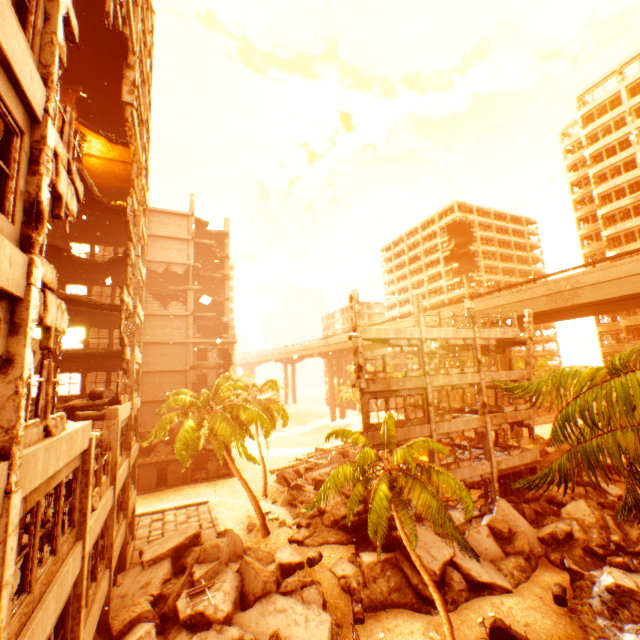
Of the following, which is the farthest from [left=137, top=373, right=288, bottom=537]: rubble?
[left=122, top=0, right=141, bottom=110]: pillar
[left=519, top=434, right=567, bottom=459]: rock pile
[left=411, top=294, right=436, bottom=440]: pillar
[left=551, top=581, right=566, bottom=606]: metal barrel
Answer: [left=122, top=0, right=141, bottom=110]: pillar

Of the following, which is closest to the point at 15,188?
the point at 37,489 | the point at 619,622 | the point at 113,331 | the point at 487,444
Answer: the point at 37,489

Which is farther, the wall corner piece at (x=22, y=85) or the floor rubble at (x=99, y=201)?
the floor rubble at (x=99, y=201)

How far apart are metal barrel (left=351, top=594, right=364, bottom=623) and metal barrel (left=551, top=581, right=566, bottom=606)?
8.45m

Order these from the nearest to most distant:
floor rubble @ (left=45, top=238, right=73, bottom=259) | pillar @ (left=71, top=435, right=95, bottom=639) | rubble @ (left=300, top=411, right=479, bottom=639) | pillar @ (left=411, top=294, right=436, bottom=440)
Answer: pillar @ (left=71, top=435, right=95, bottom=639), rubble @ (left=300, top=411, right=479, bottom=639), floor rubble @ (left=45, top=238, right=73, bottom=259), pillar @ (left=411, top=294, right=436, bottom=440)

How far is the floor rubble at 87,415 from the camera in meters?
13.1 m

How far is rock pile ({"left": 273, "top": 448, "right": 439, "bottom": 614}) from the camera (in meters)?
15.09

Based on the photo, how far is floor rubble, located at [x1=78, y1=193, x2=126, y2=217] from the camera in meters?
17.8
